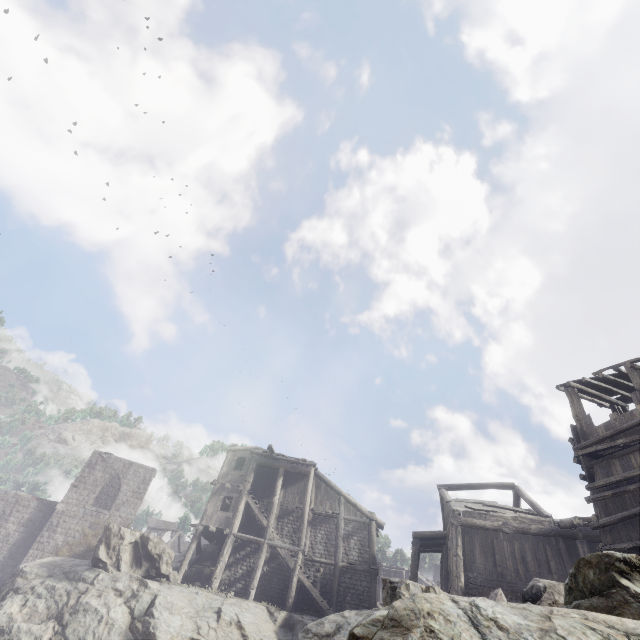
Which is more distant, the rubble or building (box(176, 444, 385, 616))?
building (box(176, 444, 385, 616))

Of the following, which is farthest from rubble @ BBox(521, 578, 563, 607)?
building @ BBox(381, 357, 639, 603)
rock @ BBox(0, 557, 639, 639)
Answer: building @ BBox(381, 357, 639, 603)

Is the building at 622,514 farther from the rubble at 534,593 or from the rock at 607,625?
Result: the rubble at 534,593

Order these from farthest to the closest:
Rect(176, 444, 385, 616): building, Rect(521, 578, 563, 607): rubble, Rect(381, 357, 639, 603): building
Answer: Rect(176, 444, 385, 616): building
Rect(381, 357, 639, 603): building
Rect(521, 578, 563, 607): rubble

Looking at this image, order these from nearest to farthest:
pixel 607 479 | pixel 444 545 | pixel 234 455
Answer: pixel 607 479 → pixel 444 545 → pixel 234 455

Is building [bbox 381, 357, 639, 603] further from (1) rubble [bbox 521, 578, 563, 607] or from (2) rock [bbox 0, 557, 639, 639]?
(1) rubble [bbox 521, 578, 563, 607]
